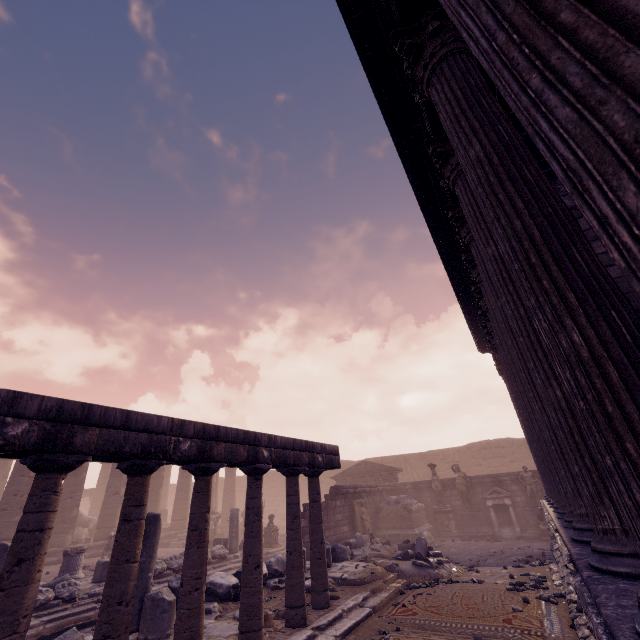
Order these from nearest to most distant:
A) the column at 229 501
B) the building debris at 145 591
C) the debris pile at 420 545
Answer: the building debris at 145 591, the debris pile at 420 545, the column at 229 501

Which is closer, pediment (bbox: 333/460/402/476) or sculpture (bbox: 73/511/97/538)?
sculpture (bbox: 73/511/97/538)

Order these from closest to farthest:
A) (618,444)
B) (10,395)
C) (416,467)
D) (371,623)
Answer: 1. (618,444)
2. (10,395)
3. (371,623)
4. (416,467)

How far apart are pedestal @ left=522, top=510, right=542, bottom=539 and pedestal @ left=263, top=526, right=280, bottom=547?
11.4m

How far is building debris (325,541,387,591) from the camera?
7.85m

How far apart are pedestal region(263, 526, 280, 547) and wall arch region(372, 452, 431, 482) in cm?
1314

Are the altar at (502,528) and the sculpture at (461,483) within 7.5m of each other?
yes

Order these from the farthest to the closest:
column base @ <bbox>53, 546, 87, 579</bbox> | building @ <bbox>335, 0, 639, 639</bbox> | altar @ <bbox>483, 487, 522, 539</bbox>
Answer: altar @ <bbox>483, 487, 522, 539</bbox>, column base @ <bbox>53, 546, 87, 579</bbox>, building @ <bbox>335, 0, 639, 639</bbox>
